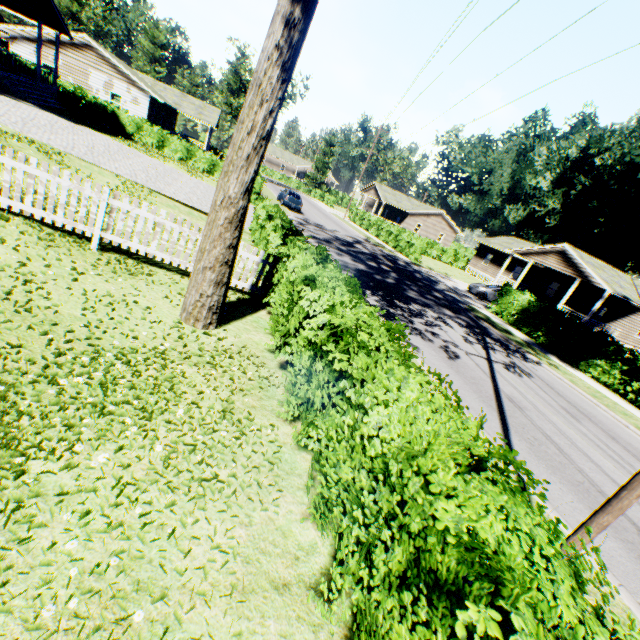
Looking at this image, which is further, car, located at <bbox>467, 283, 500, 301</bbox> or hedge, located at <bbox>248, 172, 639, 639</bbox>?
car, located at <bbox>467, 283, 500, 301</bbox>

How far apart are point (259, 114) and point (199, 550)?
6.0m

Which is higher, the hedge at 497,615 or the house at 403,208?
the house at 403,208

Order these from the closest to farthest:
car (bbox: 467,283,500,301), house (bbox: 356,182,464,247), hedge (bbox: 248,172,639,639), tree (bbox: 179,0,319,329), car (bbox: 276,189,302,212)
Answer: hedge (bbox: 248,172,639,639), tree (bbox: 179,0,319,329), car (bbox: 467,283,500,301), car (bbox: 276,189,302,212), house (bbox: 356,182,464,247)

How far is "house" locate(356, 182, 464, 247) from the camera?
51.4m

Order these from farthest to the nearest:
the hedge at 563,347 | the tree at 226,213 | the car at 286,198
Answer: the car at 286,198
the hedge at 563,347
the tree at 226,213

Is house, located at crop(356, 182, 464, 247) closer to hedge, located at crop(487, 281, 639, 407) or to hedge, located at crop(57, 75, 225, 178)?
hedge, located at crop(57, 75, 225, 178)

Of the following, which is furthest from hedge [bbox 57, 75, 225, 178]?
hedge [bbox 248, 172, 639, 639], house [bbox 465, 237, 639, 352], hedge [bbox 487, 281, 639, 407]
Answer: hedge [bbox 248, 172, 639, 639]
